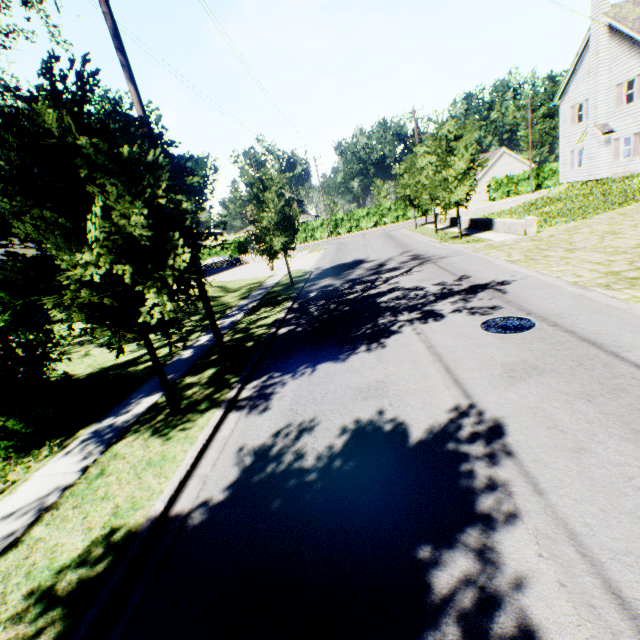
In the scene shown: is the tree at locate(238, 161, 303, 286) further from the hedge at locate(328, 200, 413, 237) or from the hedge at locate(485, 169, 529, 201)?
the hedge at locate(485, 169, 529, 201)

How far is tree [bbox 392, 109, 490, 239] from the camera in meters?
18.2

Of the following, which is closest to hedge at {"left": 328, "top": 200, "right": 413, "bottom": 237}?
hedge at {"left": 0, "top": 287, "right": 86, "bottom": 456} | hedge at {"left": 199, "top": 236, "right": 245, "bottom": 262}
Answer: hedge at {"left": 199, "top": 236, "right": 245, "bottom": 262}

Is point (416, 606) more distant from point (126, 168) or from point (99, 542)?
point (126, 168)

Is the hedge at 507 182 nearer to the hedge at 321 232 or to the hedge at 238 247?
the hedge at 321 232

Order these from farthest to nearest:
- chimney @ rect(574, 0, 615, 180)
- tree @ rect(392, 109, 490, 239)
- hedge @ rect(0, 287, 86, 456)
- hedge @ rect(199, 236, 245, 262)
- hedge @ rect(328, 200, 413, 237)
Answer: hedge @ rect(199, 236, 245, 262)
hedge @ rect(328, 200, 413, 237)
chimney @ rect(574, 0, 615, 180)
tree @ rect(392, 109, 490, 239)
hedge @ rect(0, 287, 86, 456)

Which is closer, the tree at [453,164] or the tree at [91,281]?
the tree at [91,281]

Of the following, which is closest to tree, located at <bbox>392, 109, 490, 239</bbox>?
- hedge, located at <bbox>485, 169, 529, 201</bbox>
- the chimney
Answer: the chimney
